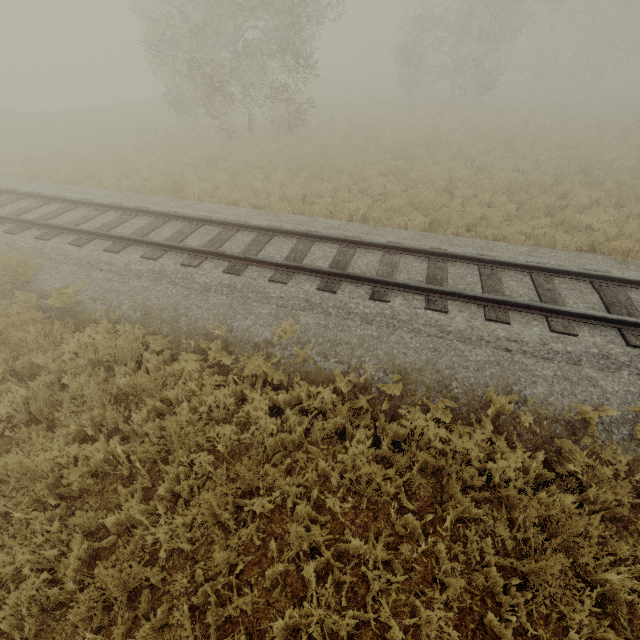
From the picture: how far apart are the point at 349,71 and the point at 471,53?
25.1 meters
